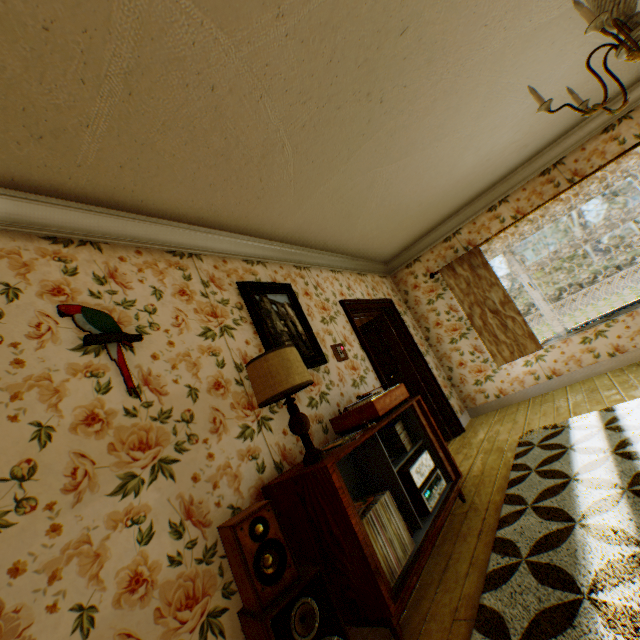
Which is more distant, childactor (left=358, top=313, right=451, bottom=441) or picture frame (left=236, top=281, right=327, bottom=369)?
childactor (left=358, top=313, right=451, bottom=441)

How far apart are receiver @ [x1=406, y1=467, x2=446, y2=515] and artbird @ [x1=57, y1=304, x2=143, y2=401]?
2.1 meters

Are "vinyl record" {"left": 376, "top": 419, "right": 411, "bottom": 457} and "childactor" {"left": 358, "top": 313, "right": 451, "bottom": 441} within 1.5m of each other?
no

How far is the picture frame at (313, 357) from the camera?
3.0m

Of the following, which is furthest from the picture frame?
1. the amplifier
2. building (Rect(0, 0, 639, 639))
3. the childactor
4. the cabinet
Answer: → the childactor

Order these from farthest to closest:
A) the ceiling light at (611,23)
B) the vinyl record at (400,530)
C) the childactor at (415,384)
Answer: the childactor at (415,384) < the vinyl record at (400,530) < the ceiling light at (611,23)

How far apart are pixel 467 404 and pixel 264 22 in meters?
5.8

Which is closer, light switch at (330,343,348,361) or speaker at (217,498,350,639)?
speaker at (217,498,350,639)
